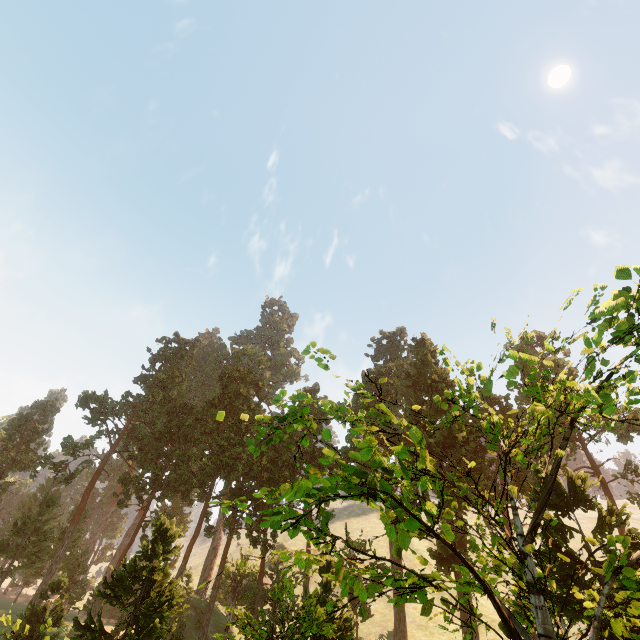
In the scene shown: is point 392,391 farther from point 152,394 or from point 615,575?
point 615,575

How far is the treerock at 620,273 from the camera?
5.6m

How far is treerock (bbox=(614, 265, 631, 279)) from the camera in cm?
559
